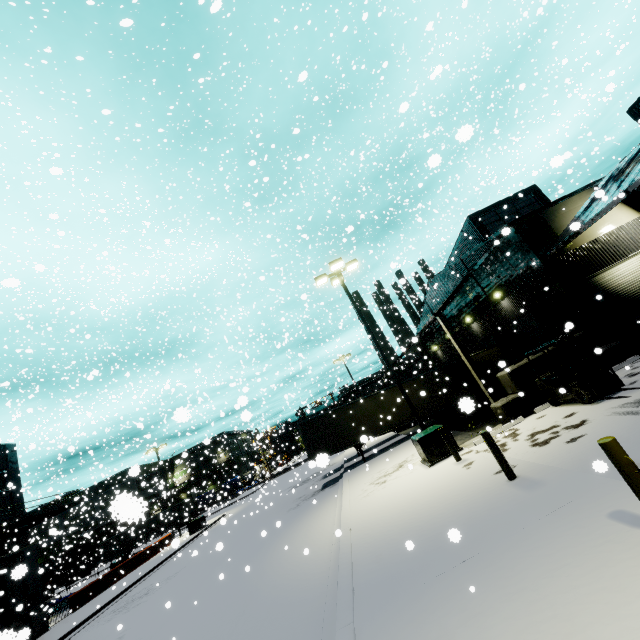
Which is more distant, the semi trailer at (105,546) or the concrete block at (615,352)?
the semi trailer at (105,546)

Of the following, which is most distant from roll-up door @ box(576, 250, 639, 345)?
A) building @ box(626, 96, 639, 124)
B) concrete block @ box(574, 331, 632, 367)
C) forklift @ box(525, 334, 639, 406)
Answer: forklift @ box(525, 334, 639, 406)

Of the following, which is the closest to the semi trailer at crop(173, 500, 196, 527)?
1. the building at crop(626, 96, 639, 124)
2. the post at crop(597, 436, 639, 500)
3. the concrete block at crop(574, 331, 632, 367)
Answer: the building at crop(626, 96, 639, 124)

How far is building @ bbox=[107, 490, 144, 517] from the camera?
1.32m

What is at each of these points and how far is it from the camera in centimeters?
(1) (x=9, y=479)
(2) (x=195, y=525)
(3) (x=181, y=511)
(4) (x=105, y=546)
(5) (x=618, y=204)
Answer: (1) building, 2884cm
(2) electrical box, 3200cm
(3) semi trailer, 5181cm
(4) semi trailer, 5156cm
(5) building, 1656cm

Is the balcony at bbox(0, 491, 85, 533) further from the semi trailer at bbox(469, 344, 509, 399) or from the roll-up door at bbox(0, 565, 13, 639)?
the roll-up door at bbox(0, 565, 13, 639)

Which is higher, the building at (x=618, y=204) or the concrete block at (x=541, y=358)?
the building at (x=618, y=204)

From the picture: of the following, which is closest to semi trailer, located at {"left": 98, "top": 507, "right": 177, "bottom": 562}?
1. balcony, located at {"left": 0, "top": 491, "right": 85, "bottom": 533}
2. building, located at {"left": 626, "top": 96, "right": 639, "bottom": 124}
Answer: building, located at {"left": 626, "top": 96, "right": 639, "bottom": 124}
